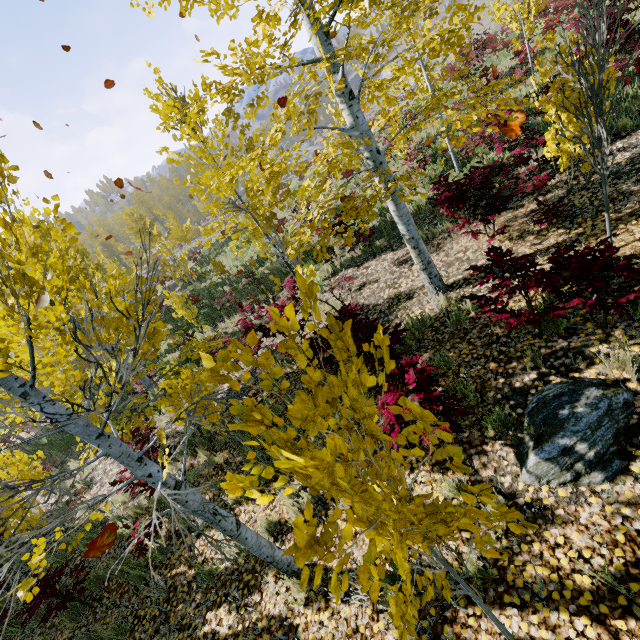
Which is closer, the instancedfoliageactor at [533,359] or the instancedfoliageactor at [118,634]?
the instancedfoliageactor at [533,359]

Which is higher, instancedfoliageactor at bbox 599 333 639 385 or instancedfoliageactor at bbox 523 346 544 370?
instancedfoliageactor at bbox 599 333 639 385

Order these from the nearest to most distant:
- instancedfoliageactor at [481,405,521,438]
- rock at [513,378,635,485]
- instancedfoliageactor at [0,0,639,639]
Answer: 1. instancedfoliageactor at [0,0,639,639]
2. rock at [513,378,635,485]
3. instancedfoliageactor at [481,405,521,438]

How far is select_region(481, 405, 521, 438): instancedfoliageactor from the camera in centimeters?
339cm

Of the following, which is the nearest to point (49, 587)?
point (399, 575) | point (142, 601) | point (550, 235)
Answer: point (142, 601)
